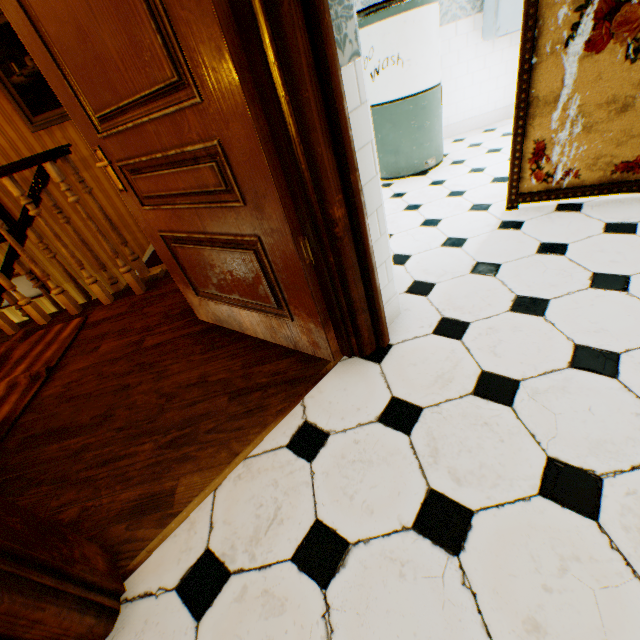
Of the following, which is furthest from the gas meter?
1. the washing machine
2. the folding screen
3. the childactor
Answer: the childactor

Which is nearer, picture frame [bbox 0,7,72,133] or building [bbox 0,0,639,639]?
building [bbox 0,0,639,639]

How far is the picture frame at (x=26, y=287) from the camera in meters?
4.8

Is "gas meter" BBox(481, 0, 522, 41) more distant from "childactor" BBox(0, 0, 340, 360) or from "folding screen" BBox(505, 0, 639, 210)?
"childactor" BBox(0, 0, 340, 360)

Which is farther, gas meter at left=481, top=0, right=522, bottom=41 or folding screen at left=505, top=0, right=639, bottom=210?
gas meter at left=481, top=0, right=522, bottom=41

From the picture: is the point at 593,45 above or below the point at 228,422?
above

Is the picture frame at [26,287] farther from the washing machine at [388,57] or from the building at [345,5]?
the washing machine at [388,57]

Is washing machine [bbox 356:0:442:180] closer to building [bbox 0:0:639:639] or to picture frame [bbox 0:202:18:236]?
building [bbox 0:0:639:639]
